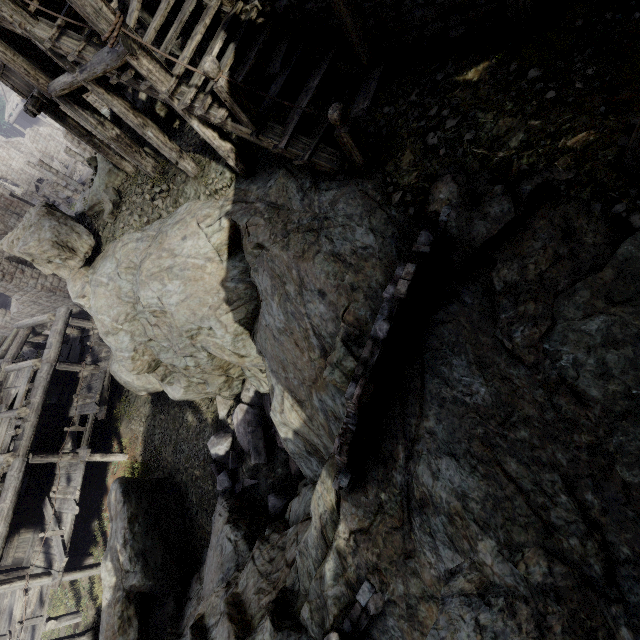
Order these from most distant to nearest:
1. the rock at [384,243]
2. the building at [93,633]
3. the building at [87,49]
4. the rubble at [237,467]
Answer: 1. the building at [93,633]
2. the rubble at [237,467]
3. the building at [87,49]
4. the rock at [384,243]

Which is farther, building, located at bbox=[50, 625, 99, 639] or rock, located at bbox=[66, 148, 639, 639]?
building, located at bbox=[50, 625, 99, 639]

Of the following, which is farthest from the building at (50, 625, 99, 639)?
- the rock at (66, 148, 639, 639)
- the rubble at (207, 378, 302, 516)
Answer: the rubble at (207, 378, 302, 516)

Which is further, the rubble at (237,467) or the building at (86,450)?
the building at (86,450)

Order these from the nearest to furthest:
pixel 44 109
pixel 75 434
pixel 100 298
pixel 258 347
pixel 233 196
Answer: pixel 258 347 → pixel 233 196 → pixel 44 109 → pixel 100 298 → pixel 75 434

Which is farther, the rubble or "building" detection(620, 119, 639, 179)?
the rubble
